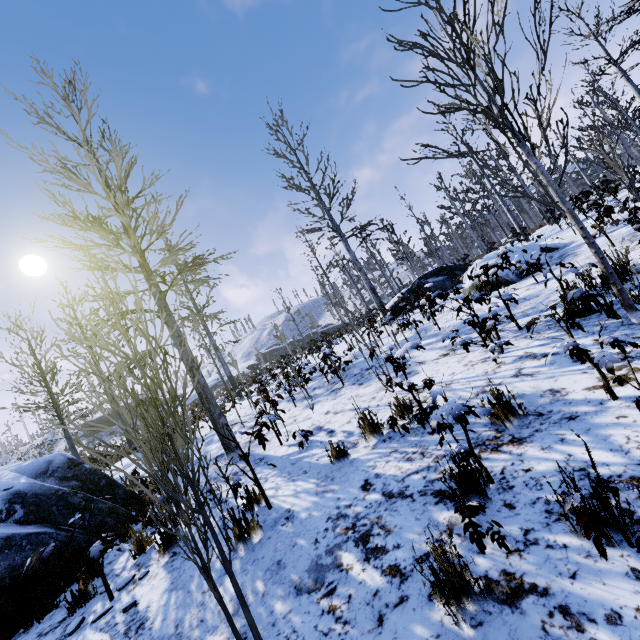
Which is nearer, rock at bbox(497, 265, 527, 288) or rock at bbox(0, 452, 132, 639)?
rock at bbox(0, 452, 132, 639)

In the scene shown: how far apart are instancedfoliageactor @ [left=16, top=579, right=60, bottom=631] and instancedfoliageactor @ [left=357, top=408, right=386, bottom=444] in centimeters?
432cm

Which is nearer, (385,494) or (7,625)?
(385,494)

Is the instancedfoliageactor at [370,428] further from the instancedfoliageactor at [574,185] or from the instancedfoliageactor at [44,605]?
the instancedfoliageactor at [44,605]

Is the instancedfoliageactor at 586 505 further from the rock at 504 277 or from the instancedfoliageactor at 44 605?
the rock at 504 277

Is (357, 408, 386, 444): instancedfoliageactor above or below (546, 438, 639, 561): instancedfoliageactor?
above

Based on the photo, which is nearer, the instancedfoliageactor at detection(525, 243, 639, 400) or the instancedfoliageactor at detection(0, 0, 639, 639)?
the instancedfoliageactor at detection(0, 0, 639, 639)
